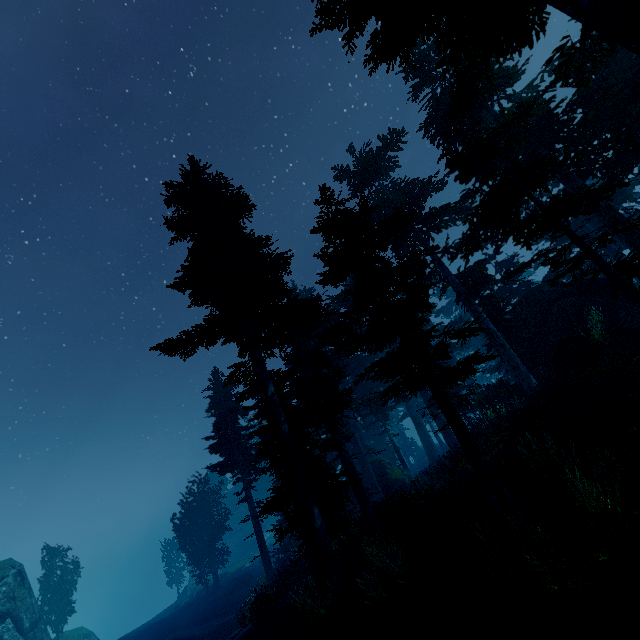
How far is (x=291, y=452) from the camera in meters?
11.2 m

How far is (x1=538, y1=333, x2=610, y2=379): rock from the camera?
14.1m

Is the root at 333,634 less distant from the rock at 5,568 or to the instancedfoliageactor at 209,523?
the instancedfoliageactor at 209,523

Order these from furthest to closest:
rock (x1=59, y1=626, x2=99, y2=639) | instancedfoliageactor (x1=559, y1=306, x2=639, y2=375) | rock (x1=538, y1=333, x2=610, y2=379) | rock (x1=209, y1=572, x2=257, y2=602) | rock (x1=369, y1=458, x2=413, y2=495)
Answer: rock (x1=59, y1=626, x2=99, y2=639) < rock (x1=209, y1=572, x2=257, y2=602) < rock (x1=369, y1=458, x2=413, y2=495) < rock (x1=538, y1=333, x2=610, y2=379) < instancedfoliageactor (x1=559, y1=306, x2=639, y2=375)

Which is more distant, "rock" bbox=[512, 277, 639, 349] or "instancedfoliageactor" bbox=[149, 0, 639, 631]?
"rock" bbox=[512, 277, 639, 349]

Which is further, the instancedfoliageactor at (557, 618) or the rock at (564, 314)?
the rock at (564, 314)

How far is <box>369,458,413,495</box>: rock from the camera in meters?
25.2 m

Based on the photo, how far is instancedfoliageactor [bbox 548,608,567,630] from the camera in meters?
5.2 m
